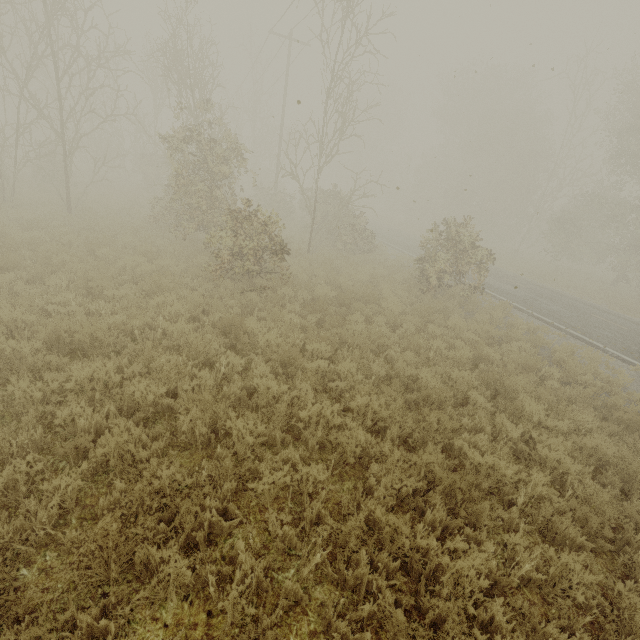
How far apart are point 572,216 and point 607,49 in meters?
24.9
